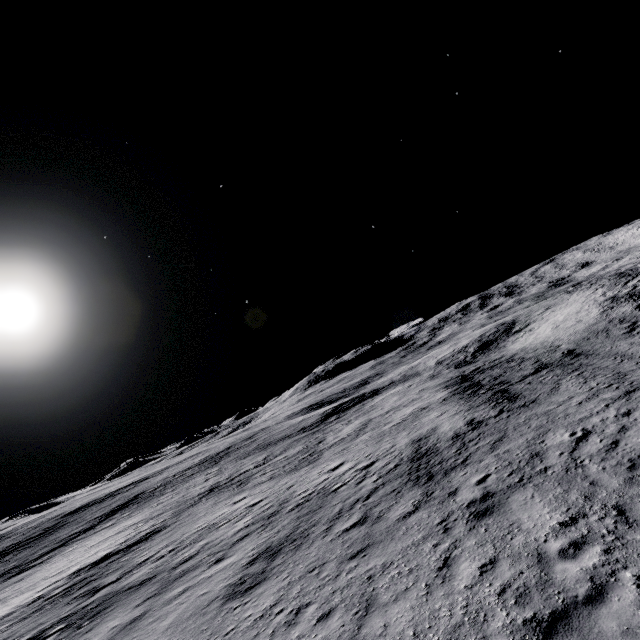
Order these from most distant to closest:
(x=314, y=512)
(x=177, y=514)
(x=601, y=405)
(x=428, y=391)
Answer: (x=428, y=391), (x=177, y=514), (x=314, y=512), (x=601, y=405)
